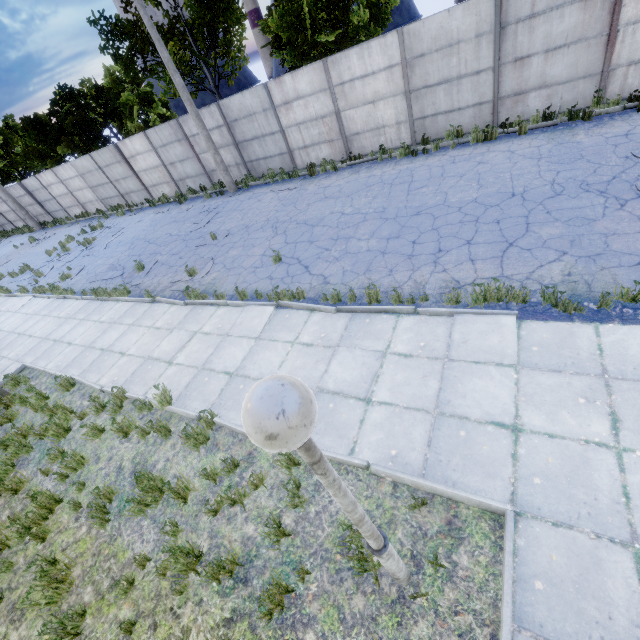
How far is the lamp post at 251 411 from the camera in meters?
1.2

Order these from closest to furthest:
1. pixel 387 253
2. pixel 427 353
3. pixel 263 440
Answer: pixel 263 440
pixel 427 353
pixel 387 253

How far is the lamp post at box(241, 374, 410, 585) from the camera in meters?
1.2
